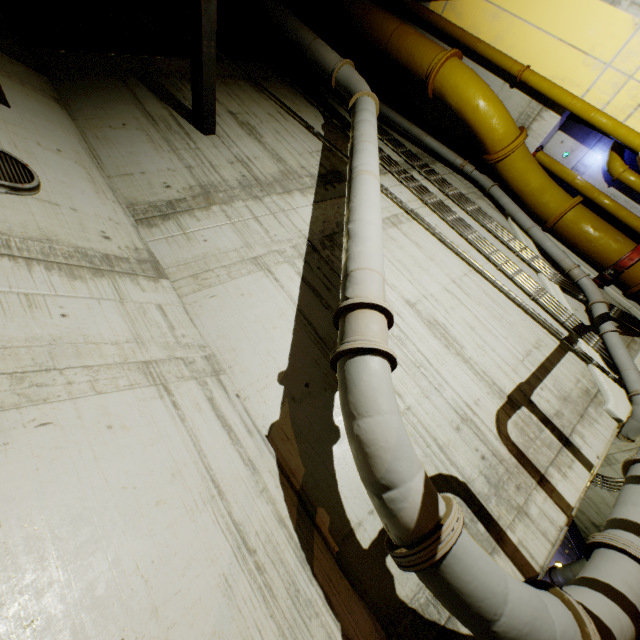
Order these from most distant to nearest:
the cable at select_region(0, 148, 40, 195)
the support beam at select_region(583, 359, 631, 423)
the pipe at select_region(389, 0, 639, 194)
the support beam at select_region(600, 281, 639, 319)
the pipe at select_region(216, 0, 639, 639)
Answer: the support beam at select_region(600, 281, 639, 319) < the pipe at select_region(389, 0, 639, 194) < the support beam at select_region(583, 359, 631, 423) < the cable at select_region(0, 148, 40, 195) < the pipe at select_region(216, 0, 639, 639)

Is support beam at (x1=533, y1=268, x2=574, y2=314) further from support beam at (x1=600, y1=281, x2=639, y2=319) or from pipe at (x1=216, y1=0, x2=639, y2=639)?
support beam at (x1=600, y1=281, x2=639, y2=319)

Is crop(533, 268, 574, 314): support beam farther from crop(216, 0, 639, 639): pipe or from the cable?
the cable

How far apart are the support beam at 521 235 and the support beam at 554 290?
0.3 meters

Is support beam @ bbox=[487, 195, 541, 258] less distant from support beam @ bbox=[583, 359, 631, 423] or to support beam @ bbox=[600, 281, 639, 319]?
support beam @ bbox=[600, 281, 639, 319]

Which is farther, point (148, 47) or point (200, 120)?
point (148, 47)

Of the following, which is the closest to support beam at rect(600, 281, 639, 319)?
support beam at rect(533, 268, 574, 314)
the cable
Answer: support beam at rect(533, 268, 574, 314)

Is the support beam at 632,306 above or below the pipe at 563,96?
below
